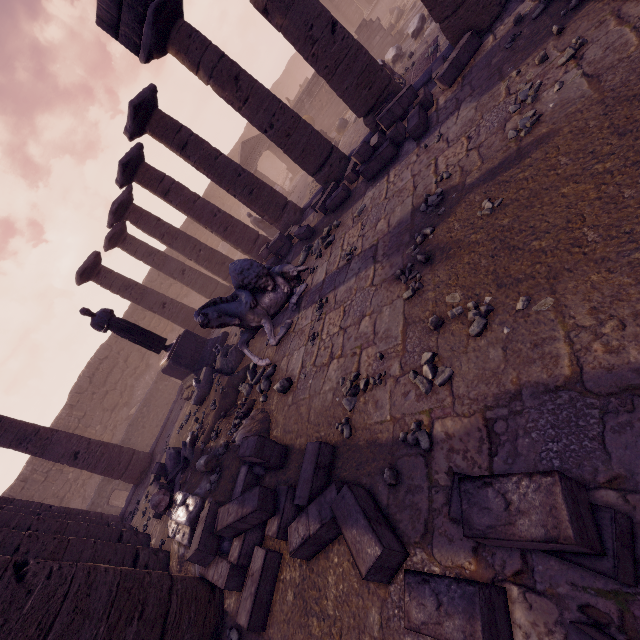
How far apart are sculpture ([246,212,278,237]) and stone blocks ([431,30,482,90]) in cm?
1013

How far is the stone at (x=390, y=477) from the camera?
2.87m

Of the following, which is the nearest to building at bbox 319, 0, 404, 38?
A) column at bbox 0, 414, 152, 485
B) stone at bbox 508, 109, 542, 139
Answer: stone at bbox 508, 109, 542, 139

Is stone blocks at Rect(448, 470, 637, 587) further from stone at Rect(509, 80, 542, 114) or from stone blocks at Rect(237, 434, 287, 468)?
stone at Rect(509, 80, 542, 114)

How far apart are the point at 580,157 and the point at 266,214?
9.1 meters

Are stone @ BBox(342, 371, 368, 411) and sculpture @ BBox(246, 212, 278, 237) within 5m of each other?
no

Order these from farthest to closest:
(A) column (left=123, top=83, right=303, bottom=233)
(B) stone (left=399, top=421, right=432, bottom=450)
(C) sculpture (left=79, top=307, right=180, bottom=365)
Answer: (C) sculpture (left=79, top=307, right=180, bottom=365) < (A) column (left=123, top=83, right=303, bottom=233) < (B) stone (left=399, top=421, right=432, bottom=450)

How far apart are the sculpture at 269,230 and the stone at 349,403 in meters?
12.7 m
